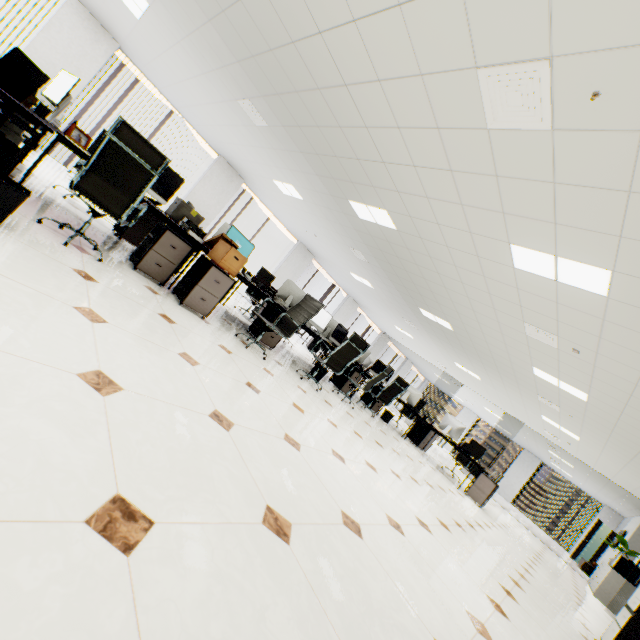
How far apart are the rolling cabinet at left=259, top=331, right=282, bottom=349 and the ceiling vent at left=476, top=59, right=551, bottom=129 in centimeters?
386cm

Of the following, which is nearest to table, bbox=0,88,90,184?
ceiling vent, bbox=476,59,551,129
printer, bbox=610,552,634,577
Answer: ceiling vent, bbox=476,59,551,129

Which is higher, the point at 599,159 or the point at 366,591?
the point at 599,159

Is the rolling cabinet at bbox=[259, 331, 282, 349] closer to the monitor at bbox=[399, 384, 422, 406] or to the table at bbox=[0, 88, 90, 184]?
the table at bbox=[0, 88, 90, 184]

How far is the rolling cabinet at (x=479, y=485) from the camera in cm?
711

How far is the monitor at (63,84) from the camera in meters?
3.1 m

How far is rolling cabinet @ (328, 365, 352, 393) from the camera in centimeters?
753cm

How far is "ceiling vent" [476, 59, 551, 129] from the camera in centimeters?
208cm
